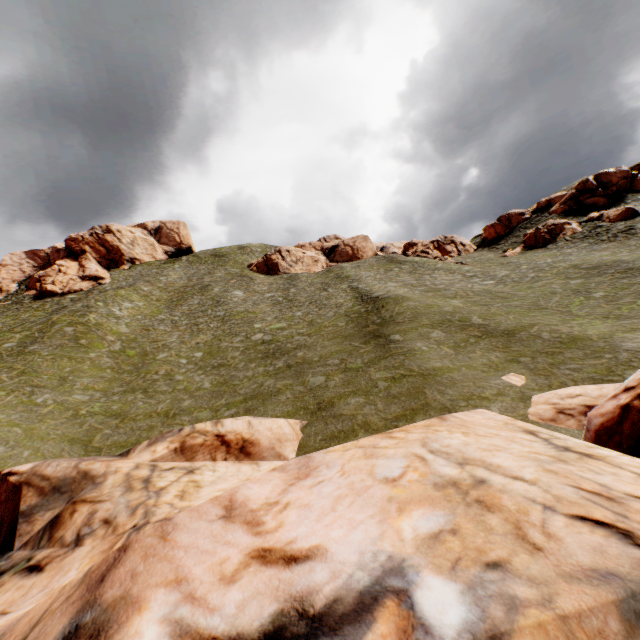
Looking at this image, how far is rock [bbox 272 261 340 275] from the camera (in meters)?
57.65

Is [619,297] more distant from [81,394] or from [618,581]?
[81,394]

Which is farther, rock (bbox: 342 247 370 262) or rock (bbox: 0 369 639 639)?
rock (bbox: 342 247 370 262)

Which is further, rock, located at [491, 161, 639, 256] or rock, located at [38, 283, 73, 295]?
rock, located at [38, 283, 73, 295]

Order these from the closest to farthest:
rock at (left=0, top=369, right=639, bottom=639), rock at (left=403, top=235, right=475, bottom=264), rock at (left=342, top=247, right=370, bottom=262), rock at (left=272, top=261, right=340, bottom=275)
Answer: rock at (left=0, top=369, right=639, bottom=639)
rock at (left=403, top=235, right=475, bottom=264)
rock at (left=272, top=261, right=340, bottom=275)
rock at (left=342, top=247, right=370, bottom=262)

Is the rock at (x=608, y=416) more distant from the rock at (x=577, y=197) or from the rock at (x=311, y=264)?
the rock at (x=311, y=264)

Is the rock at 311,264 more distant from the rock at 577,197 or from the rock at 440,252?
the rock at 577,197

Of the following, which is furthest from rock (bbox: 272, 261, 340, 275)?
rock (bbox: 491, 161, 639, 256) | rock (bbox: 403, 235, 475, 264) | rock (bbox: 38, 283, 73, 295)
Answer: rock (bbox: 38, 283, 73, 295)
